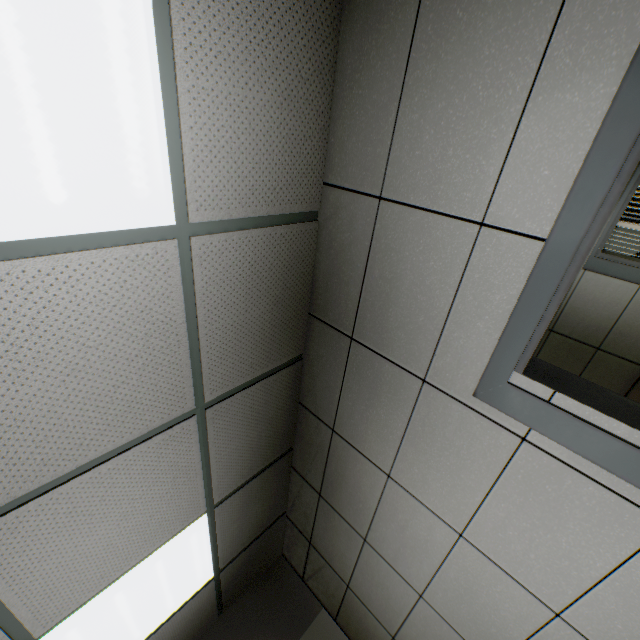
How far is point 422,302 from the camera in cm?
155
